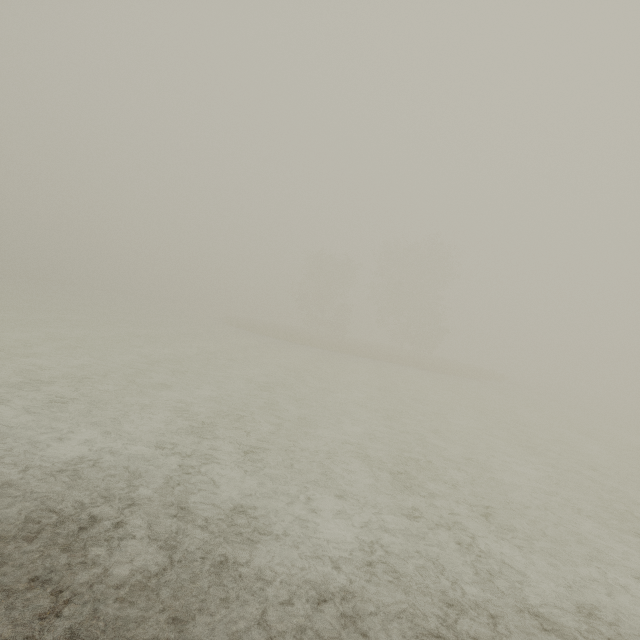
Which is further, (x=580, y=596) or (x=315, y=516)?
(x=315, y=516)
